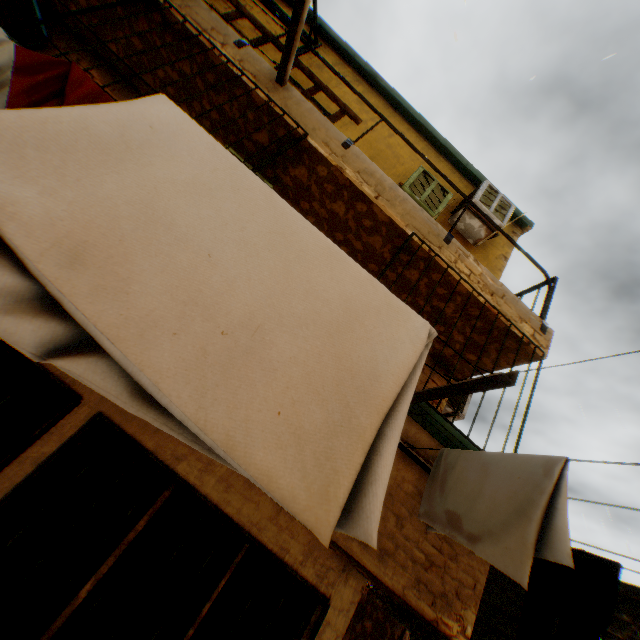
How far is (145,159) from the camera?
1.4m

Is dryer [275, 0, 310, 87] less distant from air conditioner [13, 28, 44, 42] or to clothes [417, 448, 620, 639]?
air conditioner [13, 28, 44, 42]

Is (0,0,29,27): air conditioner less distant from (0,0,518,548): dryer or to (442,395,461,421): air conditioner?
(0,0,518,548): dryer

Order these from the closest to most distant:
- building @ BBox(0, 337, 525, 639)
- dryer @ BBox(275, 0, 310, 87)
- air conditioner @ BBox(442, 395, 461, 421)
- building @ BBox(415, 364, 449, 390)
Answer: building @ BBox(0, 337, 525, 639) → dryer @ BBox(275, 0, 310, 87) → building @ BBox(415, 364, 449, 390) → air conditioner @ BBox(442, 395, 461, 421)

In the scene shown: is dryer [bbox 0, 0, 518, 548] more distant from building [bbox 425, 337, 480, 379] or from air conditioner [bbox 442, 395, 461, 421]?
air conditioner [bbox 442, 395, 461, 421]

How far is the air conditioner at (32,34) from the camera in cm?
416

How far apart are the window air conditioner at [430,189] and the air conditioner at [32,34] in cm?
529

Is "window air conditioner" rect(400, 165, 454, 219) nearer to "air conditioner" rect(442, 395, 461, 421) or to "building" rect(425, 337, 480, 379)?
"building" rect(425, 337, 480, 379)
